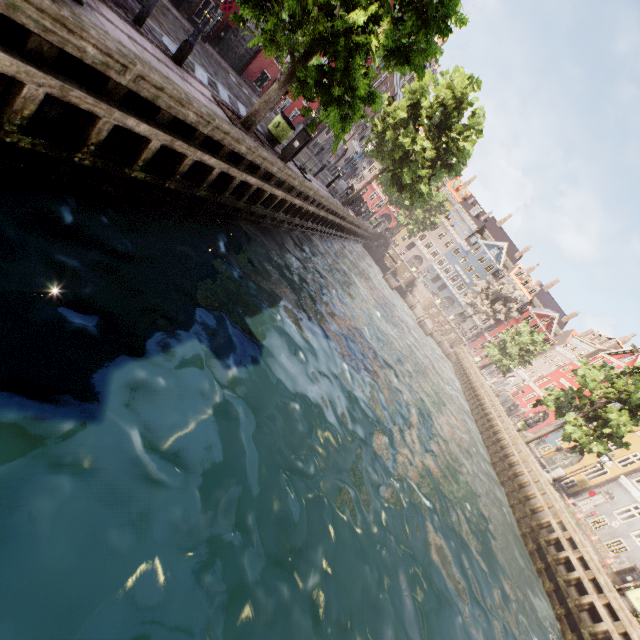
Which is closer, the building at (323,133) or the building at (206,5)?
the building at (206,5)

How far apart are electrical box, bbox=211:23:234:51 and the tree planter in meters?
10.2

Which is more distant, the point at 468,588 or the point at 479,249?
the point at 479,249

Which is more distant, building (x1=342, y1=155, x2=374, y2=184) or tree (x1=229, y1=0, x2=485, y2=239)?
building (x1=342, y1=155, x2=374, y2=184)

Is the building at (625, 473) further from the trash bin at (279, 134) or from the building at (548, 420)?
the trash bin at (279, 134)

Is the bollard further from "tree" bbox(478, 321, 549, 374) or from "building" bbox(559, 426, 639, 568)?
"building" bbox(559, 426, 639, 568)

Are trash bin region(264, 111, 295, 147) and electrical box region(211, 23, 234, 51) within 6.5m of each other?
no

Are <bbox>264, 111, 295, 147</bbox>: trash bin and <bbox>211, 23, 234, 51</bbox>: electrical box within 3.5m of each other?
no
